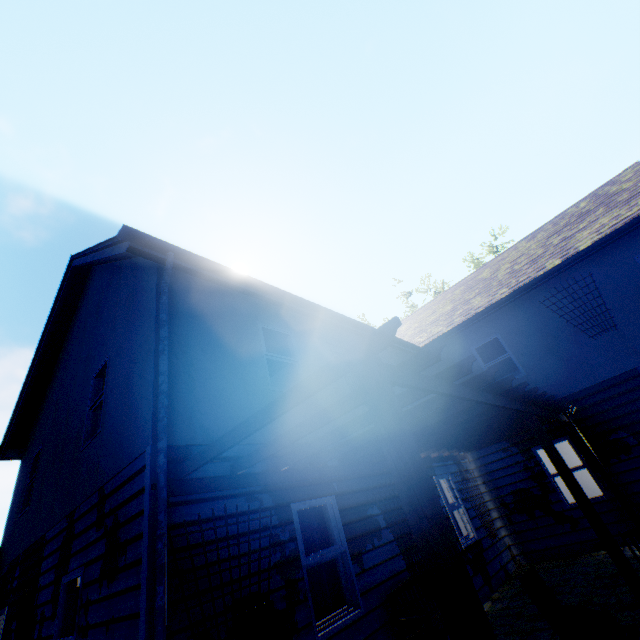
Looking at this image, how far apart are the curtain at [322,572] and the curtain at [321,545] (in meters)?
0.07

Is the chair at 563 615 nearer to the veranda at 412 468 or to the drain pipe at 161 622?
the veranda at 412 468

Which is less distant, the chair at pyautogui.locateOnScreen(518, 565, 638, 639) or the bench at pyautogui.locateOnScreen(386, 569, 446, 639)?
the chair at pyautogui.locateOnScreen(518, 565, 638, 639)

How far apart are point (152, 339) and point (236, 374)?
1.5m

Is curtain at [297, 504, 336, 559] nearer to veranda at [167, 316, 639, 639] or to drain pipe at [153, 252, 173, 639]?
veranda at [167, 316, 639, 639]

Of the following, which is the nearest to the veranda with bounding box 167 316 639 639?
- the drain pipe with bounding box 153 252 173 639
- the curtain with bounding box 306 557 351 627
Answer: the drain pipe with bounding box 153 252 173 639

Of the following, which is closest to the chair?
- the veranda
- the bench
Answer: the veranda

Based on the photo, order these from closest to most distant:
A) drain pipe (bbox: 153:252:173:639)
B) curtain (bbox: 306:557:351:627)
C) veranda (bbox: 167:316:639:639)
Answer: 1. veranda (bbox: 167:316:639:639)
2. drain pipe (bbox: 153:252:173:639)
3. curtain (bbox: 306:557:351:627)
